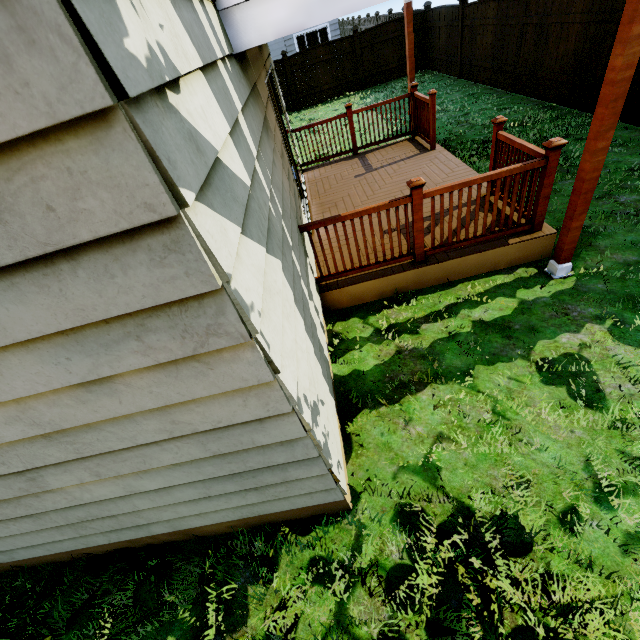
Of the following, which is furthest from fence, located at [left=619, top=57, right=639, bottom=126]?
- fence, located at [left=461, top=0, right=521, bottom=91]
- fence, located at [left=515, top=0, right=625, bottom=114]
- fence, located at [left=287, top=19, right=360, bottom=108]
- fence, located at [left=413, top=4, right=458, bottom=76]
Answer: fence, located at [left=413, top=4, right=458, bottom=76]

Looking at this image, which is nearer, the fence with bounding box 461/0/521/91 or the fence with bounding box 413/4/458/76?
the fence with bounding box 461/0/521/91

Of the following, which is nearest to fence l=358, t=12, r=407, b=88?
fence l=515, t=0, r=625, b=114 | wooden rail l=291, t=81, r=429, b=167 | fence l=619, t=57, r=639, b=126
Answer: fence l=515, t=0, r=625, b=114

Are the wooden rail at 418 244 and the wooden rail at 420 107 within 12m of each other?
yes

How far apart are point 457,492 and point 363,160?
6.84m

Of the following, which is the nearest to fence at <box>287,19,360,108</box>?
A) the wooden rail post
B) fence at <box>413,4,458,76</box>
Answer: fence at <box>413,4,458,76</box>

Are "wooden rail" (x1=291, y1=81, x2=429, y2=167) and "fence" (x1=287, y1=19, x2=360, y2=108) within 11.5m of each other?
yes

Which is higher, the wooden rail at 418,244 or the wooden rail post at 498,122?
the wooden rail post at 498,122
